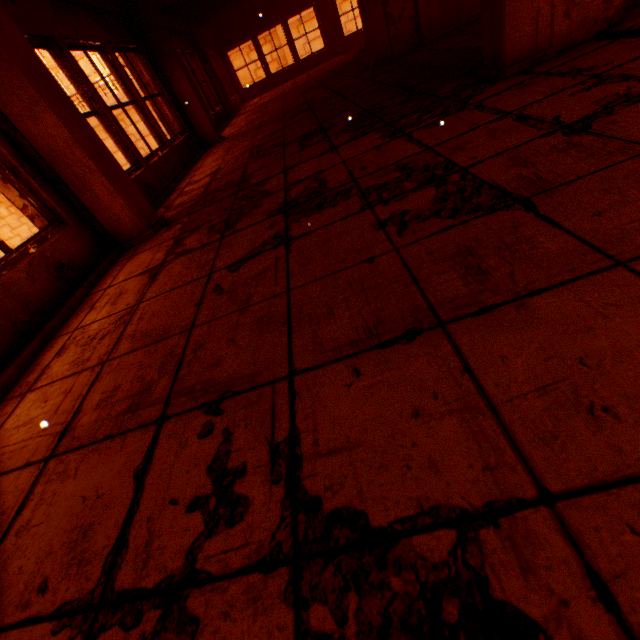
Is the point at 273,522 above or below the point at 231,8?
below

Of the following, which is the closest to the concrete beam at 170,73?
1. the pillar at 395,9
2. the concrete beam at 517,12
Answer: the pillar at 395,9

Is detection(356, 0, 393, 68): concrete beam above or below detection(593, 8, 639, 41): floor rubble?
above

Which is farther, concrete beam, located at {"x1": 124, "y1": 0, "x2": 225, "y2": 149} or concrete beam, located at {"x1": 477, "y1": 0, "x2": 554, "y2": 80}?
concrete beam, located at {"x1": 124, "y1": 0, "x2": 225, "y2": 149}

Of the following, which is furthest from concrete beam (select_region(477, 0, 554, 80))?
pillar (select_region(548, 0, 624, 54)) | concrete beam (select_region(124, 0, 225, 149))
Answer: concrete beam (select_region(124, 0, 225, 149))

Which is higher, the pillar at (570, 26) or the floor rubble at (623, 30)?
the pillar at (570, 26)

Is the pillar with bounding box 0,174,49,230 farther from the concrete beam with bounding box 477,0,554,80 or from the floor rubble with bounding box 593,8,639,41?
the floor rubble with bounding box 593,8,639,41

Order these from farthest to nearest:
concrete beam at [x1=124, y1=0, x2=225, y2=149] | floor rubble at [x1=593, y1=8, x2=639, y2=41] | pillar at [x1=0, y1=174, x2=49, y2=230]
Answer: concrete beam at [x1=124, y1=0, x2=225, y2=149] → pillar at [x1=0, y1=174, x2=49, y2=230] → floor rubble at [x1=593, y1=8, x2=639, y2=41]
